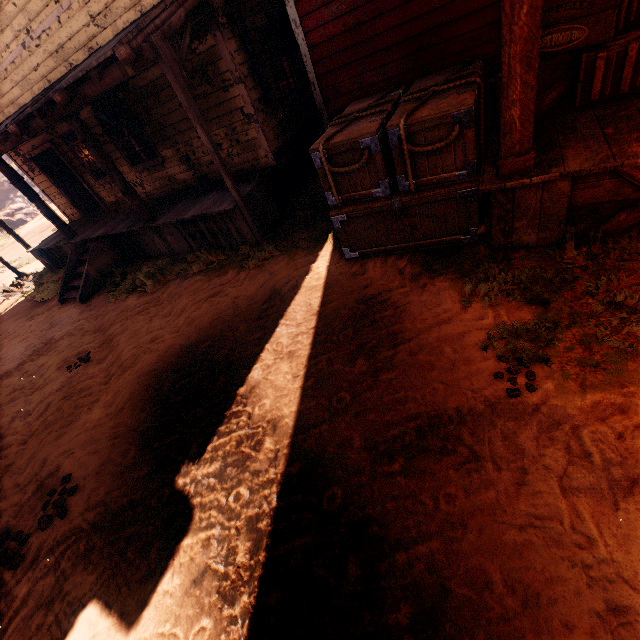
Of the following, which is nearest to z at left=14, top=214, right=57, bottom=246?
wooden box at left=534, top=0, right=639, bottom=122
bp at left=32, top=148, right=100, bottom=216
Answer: wooden box at left=534, top=0, right=639, bottom=122

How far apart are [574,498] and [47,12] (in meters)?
11.95

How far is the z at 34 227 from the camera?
18.5m

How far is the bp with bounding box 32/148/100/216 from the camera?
10.79m

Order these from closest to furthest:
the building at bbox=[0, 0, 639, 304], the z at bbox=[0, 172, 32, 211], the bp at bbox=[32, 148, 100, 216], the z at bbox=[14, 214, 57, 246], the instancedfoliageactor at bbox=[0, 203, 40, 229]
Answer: the building at bbox=[0, 0, 639, 304]
the bp at bbox=[32, 148, 100, 216]
the z at bbox=[14, 214, 57, 246]
the instancedfoliageactor at bbox=[0, 203, 40, 229]
the z at bbox=[0, 172, 32, 211]

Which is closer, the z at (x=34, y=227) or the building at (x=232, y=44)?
the building at (x=232, y=44)

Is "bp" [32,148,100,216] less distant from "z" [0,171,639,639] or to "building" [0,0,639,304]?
"building" [0,0,639,304]

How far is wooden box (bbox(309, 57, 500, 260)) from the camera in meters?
3.8 m
